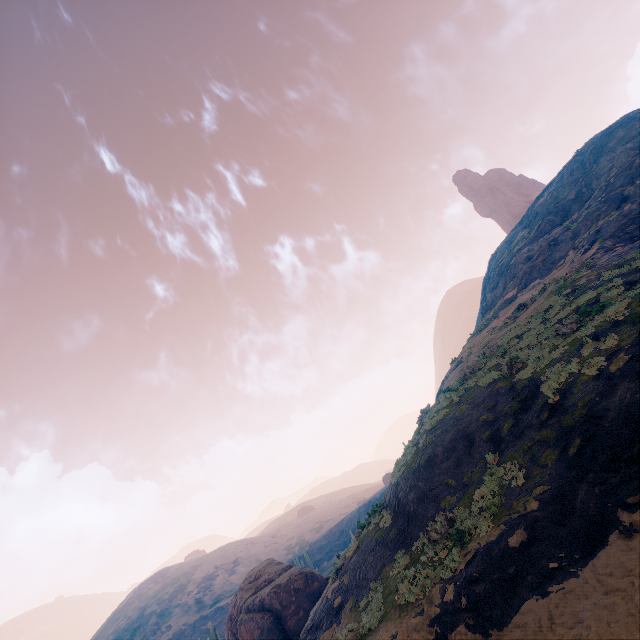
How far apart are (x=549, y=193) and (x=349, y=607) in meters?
54.3

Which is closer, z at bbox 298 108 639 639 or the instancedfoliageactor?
z at bbox 298 108 639 639

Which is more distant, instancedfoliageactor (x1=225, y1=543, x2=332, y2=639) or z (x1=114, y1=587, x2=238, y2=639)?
z (x1=114, y1=587, x2=238, y2=639)

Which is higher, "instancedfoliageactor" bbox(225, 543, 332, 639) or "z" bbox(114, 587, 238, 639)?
"z" bbox(114, 587, 238, 639)

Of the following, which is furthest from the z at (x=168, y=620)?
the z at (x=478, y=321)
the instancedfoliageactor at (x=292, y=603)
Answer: the instancedfoliageactor at (x=292, y=603)

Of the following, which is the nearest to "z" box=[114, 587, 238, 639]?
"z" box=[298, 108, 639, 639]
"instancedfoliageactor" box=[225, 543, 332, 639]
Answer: "z" box=[298, 108, 639, 639]

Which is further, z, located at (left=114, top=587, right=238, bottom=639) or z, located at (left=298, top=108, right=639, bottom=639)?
z, located at (left=114, top=587, right=238, bottom=639)

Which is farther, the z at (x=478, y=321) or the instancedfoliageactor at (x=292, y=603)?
the instancedfoliageactor at (x=292, y=603)
